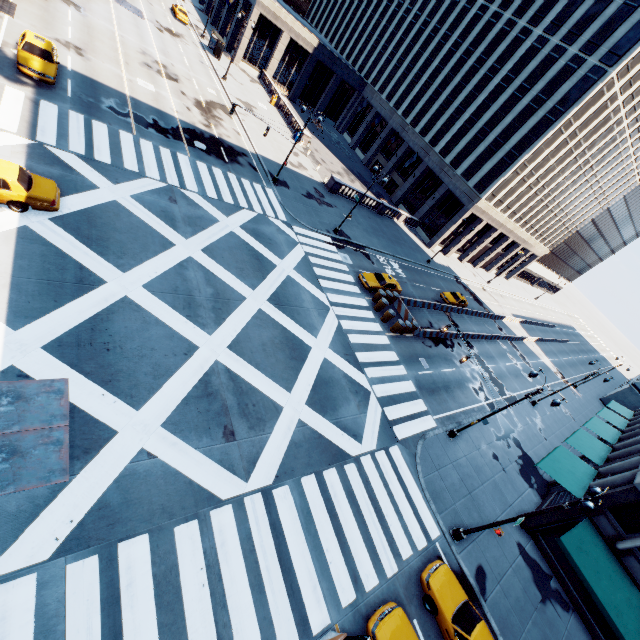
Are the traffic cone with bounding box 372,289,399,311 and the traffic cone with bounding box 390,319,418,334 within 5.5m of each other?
yes

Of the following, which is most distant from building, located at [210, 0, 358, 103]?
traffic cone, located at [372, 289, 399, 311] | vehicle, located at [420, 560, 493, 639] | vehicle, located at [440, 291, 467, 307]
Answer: vehicle, located at [420, 560, 493, 639]

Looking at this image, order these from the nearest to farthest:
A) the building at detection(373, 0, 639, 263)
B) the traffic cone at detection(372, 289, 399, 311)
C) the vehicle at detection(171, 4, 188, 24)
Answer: the traffic cone at detection(372, 289, 399, 311) → the building at detection(373, 0, 639, 263) → the vehicle at detection(171, 4, 188, 24)

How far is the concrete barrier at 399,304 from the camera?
29.91m

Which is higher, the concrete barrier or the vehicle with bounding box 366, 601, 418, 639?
the vehicle with bounding box 366, 601, 418, 639

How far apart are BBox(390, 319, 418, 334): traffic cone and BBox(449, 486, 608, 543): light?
14.36m

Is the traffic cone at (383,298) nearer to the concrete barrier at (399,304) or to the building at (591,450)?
the concrete barrier at (399,304)

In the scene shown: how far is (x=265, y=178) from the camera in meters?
31.6
